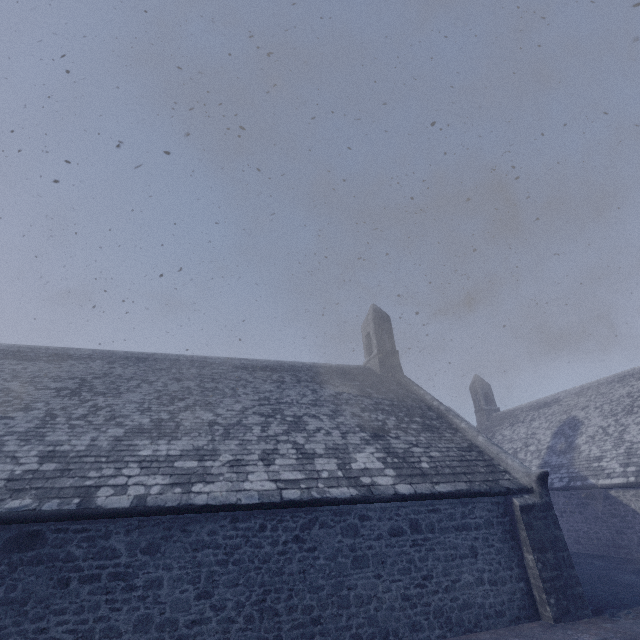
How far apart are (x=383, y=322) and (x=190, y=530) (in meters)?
13.90
